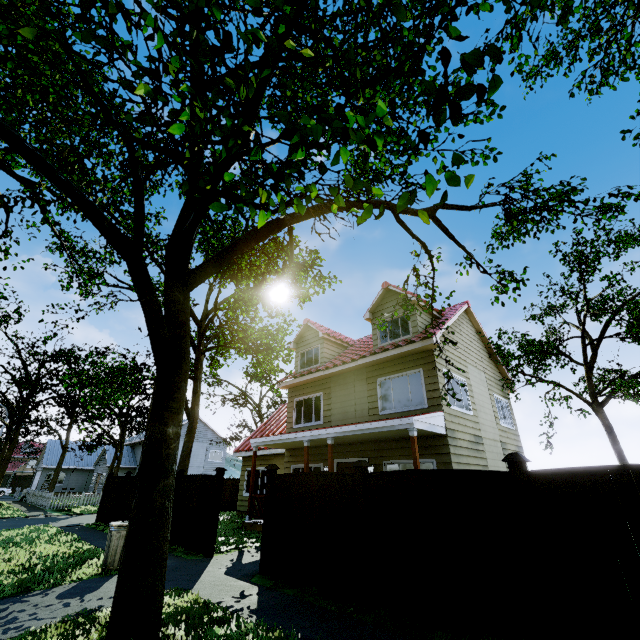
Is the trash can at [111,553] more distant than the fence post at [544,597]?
Yes

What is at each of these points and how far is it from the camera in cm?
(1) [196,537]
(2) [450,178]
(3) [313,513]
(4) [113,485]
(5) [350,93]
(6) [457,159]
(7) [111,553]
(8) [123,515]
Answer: (1) fence, 952
(2) tree, 219
(3) fence, 680
(4) fence, 1600
(5) tree, 342
(6) tree, 203
(7) trash can, 754
(8) fence, 1385

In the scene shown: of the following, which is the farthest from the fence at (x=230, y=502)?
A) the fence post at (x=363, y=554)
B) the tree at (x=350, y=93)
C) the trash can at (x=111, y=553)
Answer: the trash can at (x=111, y=553)

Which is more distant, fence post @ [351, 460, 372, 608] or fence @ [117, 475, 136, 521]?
fence @ [117, 475, 136, 521]

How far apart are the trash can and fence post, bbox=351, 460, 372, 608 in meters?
5.8 m

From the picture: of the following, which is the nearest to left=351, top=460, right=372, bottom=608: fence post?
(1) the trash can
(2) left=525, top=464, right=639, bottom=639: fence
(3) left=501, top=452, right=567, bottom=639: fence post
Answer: (2) left=525, top=464, right=639, bottom=639: fence

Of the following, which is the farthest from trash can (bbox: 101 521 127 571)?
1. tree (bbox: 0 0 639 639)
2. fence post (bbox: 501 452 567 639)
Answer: fence post (bbox: 501 452 567 639)

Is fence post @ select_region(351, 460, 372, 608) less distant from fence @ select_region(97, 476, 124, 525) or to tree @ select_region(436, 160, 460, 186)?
fence @ select_region(97, 476, 124, 525)
